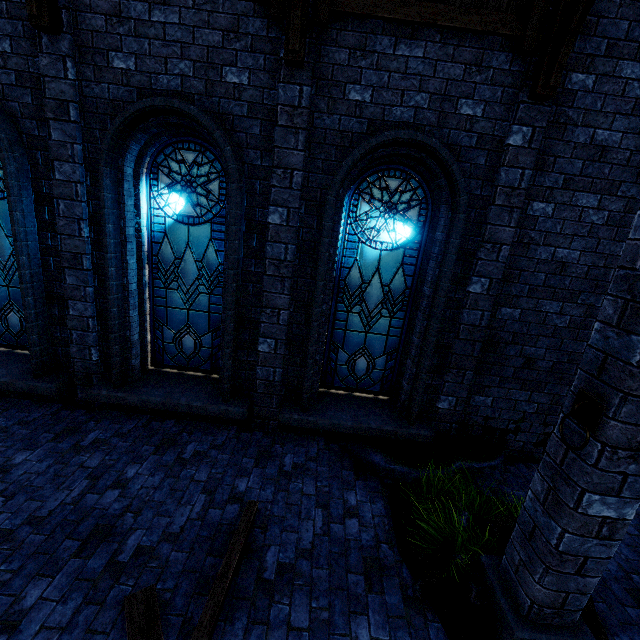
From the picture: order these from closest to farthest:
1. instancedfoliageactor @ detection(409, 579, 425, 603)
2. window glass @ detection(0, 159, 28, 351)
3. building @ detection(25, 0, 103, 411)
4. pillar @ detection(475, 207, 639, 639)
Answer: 1. pillar @ detection(475, 207, 639, 639)
2. instancedfoliageactor @ detection(409, 579, 425, 603)
3. building @ detection(25, 0, 103, 411)
4. window glass @ detection(0, 159, 28, 351)

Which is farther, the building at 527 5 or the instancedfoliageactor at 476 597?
the building at 527 5

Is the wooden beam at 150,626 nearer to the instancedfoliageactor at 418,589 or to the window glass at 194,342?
the instancedfoliageactor at 418,589

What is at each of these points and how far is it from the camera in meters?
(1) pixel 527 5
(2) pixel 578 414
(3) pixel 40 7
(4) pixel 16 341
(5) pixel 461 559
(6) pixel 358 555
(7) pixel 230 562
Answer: (1) building, 3.7
(2) chain ring, 2.4
(3) building, 3.7
(4) window glass, 5.6
(5) instancedfoliageactor, 3.4
(6) instancedfoliageactor, 3.6
(7) wooden beam, 3.2

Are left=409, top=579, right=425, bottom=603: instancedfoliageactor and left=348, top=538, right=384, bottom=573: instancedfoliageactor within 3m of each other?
yes

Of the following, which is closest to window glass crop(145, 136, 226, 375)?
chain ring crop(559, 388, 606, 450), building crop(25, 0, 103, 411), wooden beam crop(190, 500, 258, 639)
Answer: building crop(25, 0, 103, 411)

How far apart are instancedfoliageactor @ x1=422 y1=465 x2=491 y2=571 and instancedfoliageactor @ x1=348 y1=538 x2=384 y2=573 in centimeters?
82cm

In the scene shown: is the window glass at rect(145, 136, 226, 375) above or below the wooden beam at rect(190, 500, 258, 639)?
above
